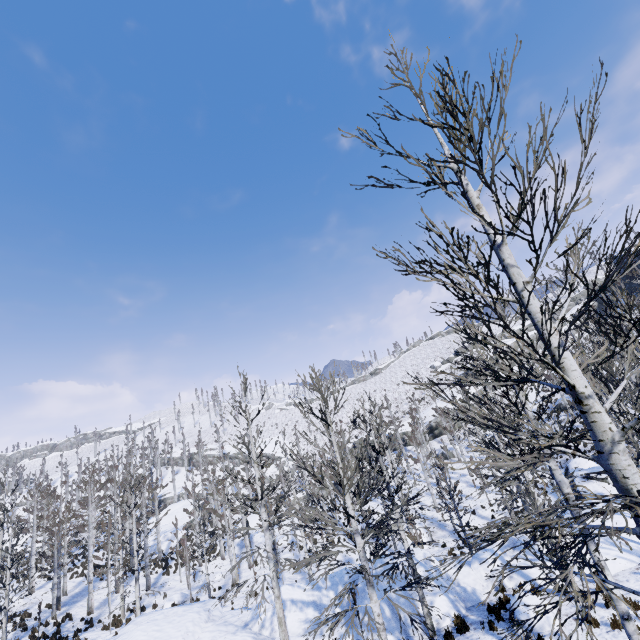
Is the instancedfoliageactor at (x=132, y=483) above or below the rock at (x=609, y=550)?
above

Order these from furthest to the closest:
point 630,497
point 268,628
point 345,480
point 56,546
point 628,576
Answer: point 56,546 < point 268,628 < point 628,576 < point 345,480 < point 630,497

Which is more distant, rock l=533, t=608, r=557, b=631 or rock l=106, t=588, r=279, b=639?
rock l=106, t=588, r=279, b=639

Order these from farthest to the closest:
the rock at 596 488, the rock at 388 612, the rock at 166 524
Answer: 1. the rock at 166 524
2. the rock at 596 488
3. the rock at 388 612

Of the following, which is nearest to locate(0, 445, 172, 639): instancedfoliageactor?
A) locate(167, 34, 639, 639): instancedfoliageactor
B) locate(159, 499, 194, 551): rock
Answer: locate(159, 499, 194, 551): rock

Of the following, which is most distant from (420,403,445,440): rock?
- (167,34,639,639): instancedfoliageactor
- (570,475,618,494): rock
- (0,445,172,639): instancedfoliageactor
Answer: (570,475,618,494): rock

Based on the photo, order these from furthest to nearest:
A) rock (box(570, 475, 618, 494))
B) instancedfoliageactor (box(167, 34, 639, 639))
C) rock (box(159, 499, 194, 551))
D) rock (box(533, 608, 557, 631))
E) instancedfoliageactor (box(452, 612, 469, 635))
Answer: rock (box(159, 499, 194, 551))
rock (box(570, 475, 618, 494))
instancedfoliageactor (box(452, 612, 469, 635))
rock (box(533, 608, 557, 631))
instancedfoliageactor (box(167, 34, 639, 639))
